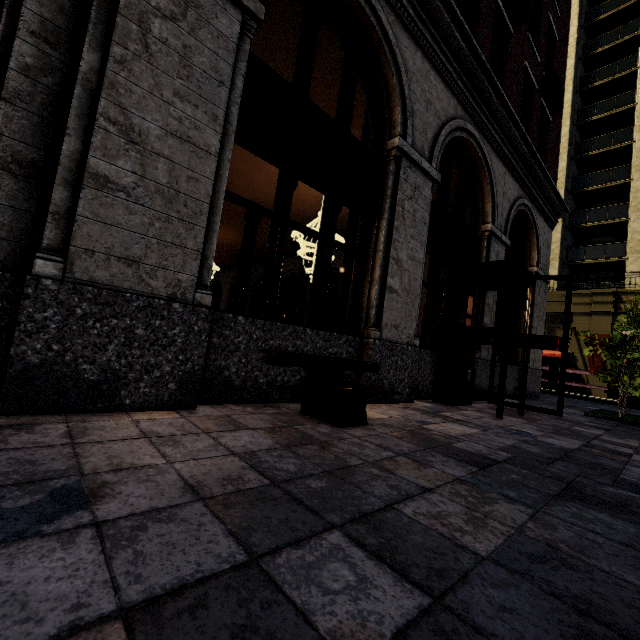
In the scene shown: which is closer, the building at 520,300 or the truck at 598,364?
the building at 520,300

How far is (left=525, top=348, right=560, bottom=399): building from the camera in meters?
10.5

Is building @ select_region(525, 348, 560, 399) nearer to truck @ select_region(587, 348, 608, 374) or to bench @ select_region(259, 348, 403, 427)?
bench @ select_region(259, 348, 403, 427)

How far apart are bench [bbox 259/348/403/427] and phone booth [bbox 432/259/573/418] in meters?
2.4

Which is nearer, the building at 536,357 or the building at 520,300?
the building at 520,300

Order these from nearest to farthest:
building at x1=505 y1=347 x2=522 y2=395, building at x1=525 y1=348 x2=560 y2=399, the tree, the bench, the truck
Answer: the bench → the tree → building at x1=505 y1=347 x2=522 y2=395 → building at x1=525 y1=348 x2=560 y2=399 → the truck

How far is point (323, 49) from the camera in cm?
652

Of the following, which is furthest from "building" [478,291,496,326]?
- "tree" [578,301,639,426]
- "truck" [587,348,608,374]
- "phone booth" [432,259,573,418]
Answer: "truck" [587,348,608,374]
